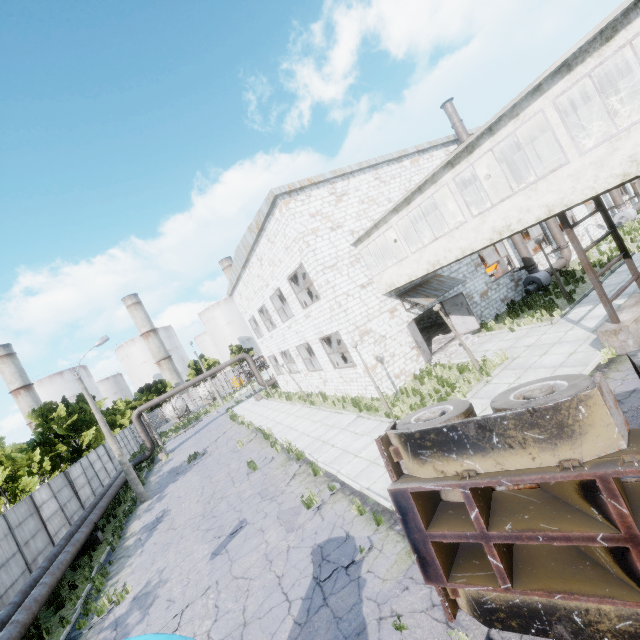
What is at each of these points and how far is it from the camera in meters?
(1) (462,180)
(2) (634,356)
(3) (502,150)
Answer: (1) building, 14.0
(2) truck, 3.5
(3) building, 12.2

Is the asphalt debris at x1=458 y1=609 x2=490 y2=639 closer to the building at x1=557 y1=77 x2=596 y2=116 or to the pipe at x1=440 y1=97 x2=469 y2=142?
the building at x1=557 y1=77 x2=596 y2=116

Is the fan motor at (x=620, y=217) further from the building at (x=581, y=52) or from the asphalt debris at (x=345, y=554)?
the asphalt debris at (x=345, y=554)

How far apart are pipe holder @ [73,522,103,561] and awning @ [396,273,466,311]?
19.4 meters

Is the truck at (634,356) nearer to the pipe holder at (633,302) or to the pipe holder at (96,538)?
the pipe holder at (633,302)

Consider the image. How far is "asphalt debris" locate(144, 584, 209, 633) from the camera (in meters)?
7.82

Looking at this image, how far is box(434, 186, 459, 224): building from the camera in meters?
14.9 m

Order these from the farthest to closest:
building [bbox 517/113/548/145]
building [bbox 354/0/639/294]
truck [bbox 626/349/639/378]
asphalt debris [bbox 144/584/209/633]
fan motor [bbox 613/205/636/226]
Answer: fan motor [bbox 613/205/636/226], building [bbox 517/113/548/145], asphalt debris [bbox 144/584/209/633], building [bbox 354/0/639/294], truck [bbox 626/349/639/378]
